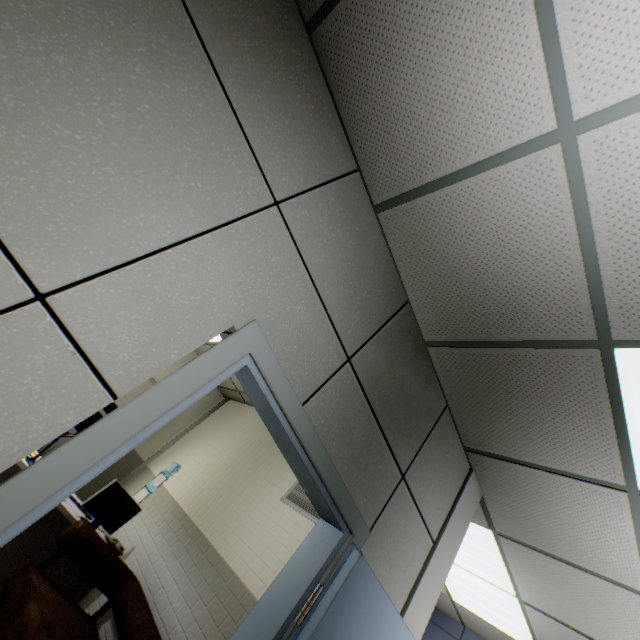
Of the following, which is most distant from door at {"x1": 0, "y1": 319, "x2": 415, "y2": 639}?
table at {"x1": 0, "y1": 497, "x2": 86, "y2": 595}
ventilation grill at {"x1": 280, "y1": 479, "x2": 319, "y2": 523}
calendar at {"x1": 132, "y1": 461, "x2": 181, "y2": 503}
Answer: calendar at {"x1": 132, "y1": 461, "x2": 181, "y2": 503}

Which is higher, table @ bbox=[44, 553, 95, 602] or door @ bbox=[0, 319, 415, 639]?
door @ bbox=[0, 319, 415, 639]

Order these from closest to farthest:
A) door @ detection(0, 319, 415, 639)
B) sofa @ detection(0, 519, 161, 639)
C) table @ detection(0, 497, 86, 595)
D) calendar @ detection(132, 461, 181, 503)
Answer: door @ detection(0, 319, 415, 639)
sofa @ detection(0, 519, 161, 639)
table @ detection(0, 497, 86, 595)
calendar @ detection(132, 461, 181, 503)

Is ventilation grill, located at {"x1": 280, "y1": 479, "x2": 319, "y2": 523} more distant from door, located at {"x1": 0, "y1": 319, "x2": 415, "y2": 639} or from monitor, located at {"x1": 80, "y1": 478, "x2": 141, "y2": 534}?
monitor, located at {"x1": 80, "y1": 478, "x2": 141, "y2": 534}

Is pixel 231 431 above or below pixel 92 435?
above

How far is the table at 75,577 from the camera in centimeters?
307cm

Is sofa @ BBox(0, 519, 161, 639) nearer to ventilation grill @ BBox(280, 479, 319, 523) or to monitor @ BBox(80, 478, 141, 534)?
monitor @ BBox(80, 478, 141, 534)

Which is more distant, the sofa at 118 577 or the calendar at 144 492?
the calendar at 144 492
